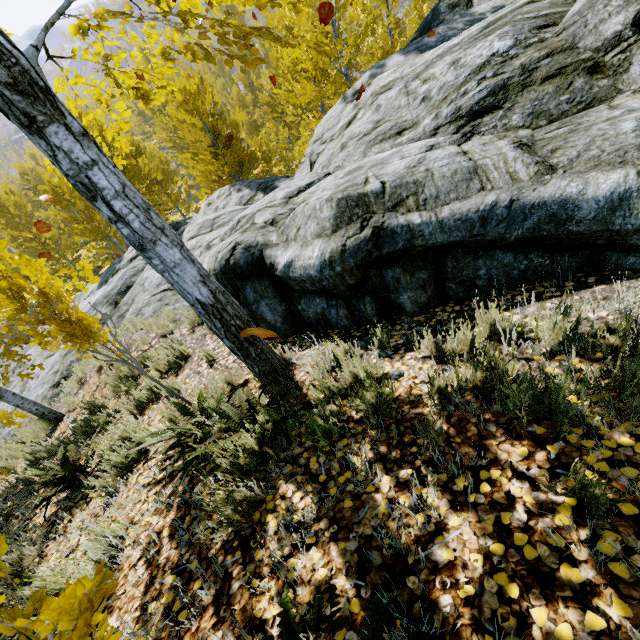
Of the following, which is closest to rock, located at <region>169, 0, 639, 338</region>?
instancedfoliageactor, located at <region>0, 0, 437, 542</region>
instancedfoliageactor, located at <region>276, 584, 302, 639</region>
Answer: instancedfoliageactor, located at <region>0, 0, 437, 542</region>

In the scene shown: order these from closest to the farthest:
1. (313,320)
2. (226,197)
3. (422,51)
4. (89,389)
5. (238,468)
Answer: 1. (238,468)
2. (313,320)
3. (422,51)
4. (89,389)
5. (226,197)

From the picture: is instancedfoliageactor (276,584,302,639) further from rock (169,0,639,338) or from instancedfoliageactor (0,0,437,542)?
rock (169,0,639,338)

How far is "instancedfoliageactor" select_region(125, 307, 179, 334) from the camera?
6.51m

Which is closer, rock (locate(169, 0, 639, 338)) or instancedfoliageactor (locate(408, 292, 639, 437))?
instancedfoliageactor (locate(408, 292, 639, 437))

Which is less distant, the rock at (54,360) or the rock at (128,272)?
the rock at (128,272)

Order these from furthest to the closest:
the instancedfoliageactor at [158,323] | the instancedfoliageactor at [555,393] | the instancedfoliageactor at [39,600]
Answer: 1. the instancedfoliageactor at [158,323]
2. the instancedfoliageactor at [555,393]
3. the instancedfoliageactor at [39,600]
